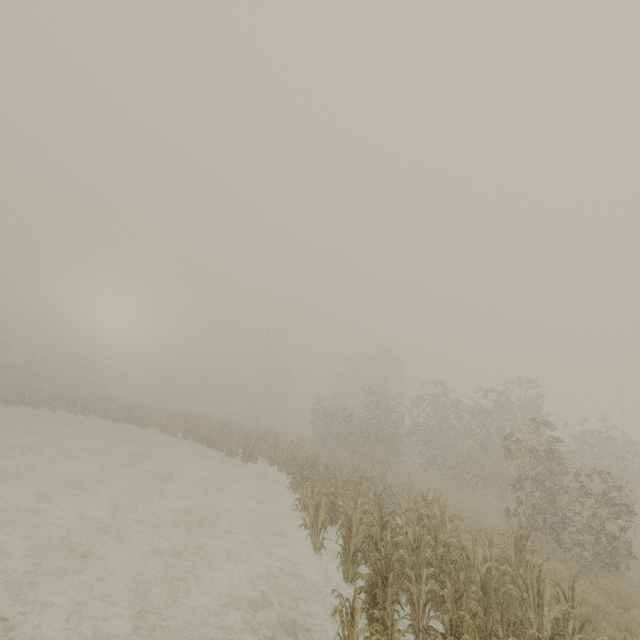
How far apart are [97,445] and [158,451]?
3.7 meters
